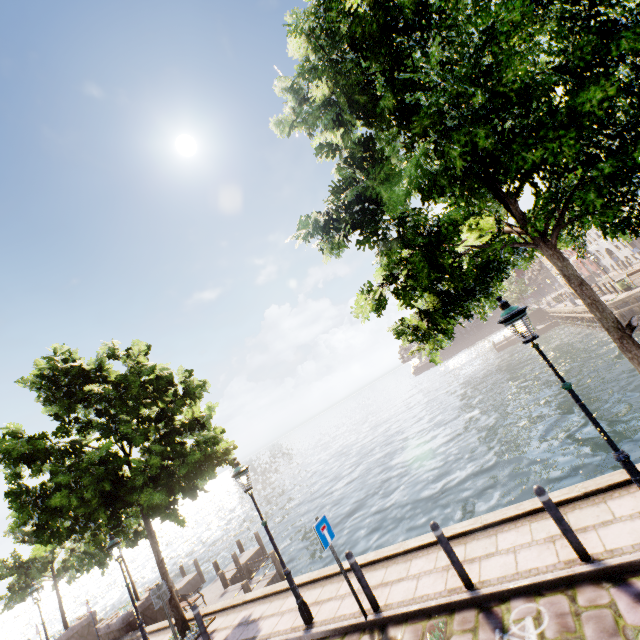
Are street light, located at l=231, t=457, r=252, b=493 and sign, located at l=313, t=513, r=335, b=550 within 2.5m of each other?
yes

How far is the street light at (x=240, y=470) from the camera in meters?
7.8 m

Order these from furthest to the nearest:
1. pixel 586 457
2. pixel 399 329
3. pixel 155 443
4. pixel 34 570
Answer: pixel 34 570 < pixel 586 457 < pixel 155 443 < pixel 399 329

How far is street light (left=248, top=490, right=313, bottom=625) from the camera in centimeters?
714cm

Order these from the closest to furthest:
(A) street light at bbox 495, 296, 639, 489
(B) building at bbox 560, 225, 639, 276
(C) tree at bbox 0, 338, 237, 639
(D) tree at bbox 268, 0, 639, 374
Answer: (D) tree at bbox 268, 0, 639, 374
(A) street light at bbox 495, 296, 639, 489
(C) tree at bbox 0, 338, 237, 639
(B) building at bbox 560, 225, 639, 276

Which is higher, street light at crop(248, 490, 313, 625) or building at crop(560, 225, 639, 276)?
building at crop(560, 225, 639, 276)

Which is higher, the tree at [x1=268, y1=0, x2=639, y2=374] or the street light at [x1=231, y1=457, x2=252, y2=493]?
the tree at [x1=268, y1=0, x2=639, y2=374]

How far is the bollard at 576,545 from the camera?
4.74m
